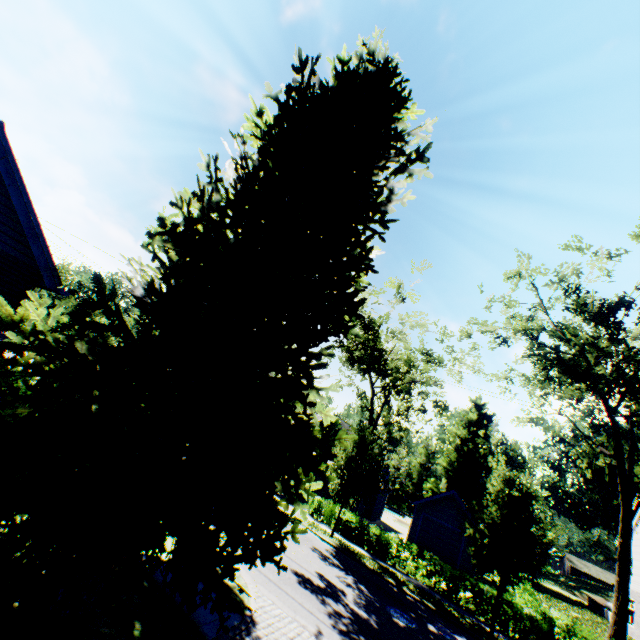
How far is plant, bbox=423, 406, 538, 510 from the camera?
51.1m

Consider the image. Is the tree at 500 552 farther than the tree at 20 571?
Yes

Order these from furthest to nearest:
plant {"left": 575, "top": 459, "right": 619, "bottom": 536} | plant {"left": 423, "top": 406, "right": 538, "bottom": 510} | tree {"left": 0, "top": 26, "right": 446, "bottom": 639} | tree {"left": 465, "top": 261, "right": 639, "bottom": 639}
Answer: plant {"left": 575, "top": 459, "right": 619, "bottom": 536}
plant {"left": 423, "top": 406, "right": 538, "bottom": 510}
tree {"left": 465, "top": 261, "right": 639, "bottom": 639}
tree {"left": 0, "top": 26, "right": 446, "bottom": 639}

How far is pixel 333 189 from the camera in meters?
7.4 m

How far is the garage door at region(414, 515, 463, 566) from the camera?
25.05m

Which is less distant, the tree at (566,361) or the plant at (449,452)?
the tree at (566,361)

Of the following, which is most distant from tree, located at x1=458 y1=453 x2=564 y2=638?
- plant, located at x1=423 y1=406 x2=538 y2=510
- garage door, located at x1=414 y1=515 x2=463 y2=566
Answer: garage door, located at x1=414 y1=515 x2=463 y2=566

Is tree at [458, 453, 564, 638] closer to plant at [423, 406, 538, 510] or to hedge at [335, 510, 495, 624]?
plant at [423, 406, 538, 510]
